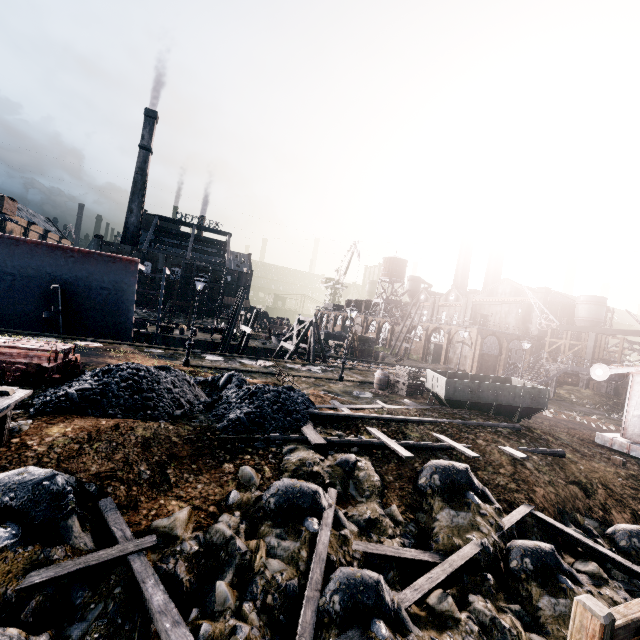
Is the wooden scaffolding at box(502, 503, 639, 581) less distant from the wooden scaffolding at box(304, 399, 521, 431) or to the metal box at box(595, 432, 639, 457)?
the wooden scaffolding at box(304, 399, 521, 431)

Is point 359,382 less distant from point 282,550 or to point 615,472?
point 615,472

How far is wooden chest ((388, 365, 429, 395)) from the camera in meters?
22.0

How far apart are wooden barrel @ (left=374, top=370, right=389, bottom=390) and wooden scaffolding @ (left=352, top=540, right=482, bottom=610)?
14.7 meters

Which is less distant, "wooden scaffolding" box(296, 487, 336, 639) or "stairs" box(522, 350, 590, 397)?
"wooden scaffolding" box(296, 487, 336, 639)

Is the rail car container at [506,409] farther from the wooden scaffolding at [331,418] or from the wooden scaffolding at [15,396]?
the wooden scaffolding at [15,396]

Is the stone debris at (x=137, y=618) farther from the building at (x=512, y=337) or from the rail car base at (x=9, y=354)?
the building at (x=512, y=337)

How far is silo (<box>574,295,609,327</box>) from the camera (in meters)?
→ 56.50
